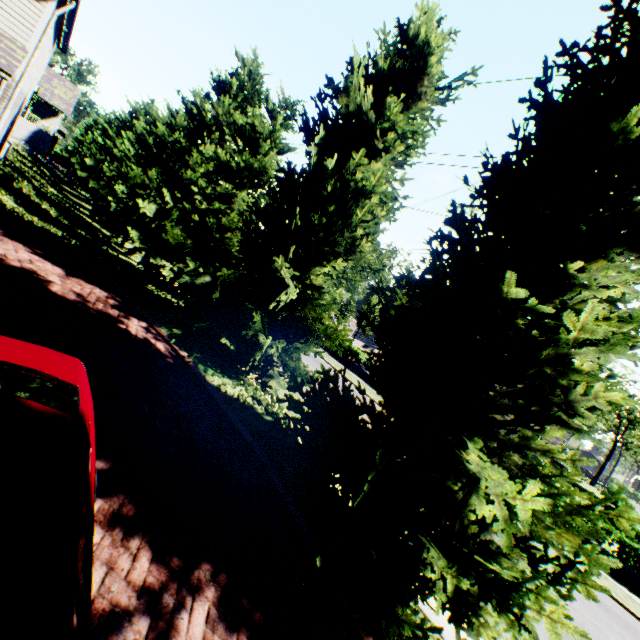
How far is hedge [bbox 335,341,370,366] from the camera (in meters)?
27.50

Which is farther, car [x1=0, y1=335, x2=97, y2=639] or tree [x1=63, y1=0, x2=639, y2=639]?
tree [x1=63, y1=0, x2=639, y2=639]

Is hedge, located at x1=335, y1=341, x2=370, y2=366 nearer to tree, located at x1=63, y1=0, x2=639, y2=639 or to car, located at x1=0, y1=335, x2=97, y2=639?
tree, located at x1=63, y1=0, x2=639, y2=639

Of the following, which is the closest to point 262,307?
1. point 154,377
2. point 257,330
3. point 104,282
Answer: point 257,330

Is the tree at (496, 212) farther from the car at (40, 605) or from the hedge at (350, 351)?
the hedge at (350, 351)

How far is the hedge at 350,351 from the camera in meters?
27.5

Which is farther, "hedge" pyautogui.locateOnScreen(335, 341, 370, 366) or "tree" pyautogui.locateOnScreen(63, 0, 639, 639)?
"hedge" pyautogui.locateOnScreen(335, 341, 370, 366)

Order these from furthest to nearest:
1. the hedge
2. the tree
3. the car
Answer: the hedge → the tree → the car
